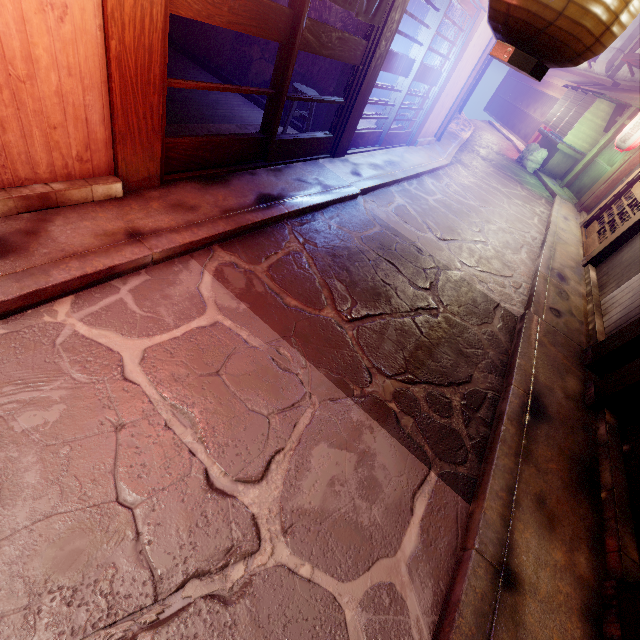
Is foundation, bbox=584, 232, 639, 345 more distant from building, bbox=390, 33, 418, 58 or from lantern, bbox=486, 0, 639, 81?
building, bbox=390, 33, 418, 58

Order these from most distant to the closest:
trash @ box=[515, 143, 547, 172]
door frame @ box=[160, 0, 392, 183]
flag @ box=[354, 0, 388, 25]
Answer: trash @ box=[515, 143, 547, 172] → flag @ box=[354, 0, 388, 25] → door frame @ box=[160, 0, 392, 183]

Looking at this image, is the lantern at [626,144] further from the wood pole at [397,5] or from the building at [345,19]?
the building at [345,19]

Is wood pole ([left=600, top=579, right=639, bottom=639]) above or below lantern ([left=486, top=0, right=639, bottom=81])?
below

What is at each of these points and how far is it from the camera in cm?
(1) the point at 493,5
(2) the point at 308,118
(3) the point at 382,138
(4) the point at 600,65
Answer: (1) lantern, 195
(2) chair, 1011
(3) door, 1316
(4) vent, 3219

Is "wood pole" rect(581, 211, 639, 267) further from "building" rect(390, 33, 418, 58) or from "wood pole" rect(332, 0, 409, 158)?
"building" rect(390, 33, 418, 58)

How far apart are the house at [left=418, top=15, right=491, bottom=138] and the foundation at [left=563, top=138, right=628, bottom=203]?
12.89m

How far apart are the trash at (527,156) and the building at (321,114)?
25.0m
